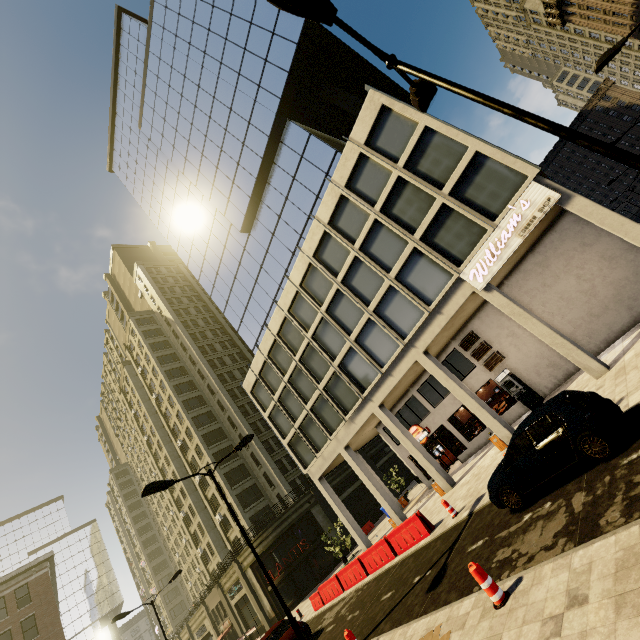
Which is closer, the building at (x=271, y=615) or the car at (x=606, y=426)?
the car at (x=606, y=426)

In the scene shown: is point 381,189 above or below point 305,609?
above

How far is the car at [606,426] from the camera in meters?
7.3

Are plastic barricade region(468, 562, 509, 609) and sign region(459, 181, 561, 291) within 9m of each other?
no

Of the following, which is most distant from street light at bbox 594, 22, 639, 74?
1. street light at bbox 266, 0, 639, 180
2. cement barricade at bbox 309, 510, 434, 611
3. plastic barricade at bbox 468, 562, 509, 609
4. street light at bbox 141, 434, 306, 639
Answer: street light at bbox 141, 434, 306, 639

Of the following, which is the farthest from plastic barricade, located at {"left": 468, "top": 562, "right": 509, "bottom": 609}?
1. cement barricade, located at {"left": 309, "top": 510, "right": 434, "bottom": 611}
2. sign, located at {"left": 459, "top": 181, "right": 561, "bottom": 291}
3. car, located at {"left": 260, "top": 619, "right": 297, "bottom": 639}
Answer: car, located at {"left": 260, "top": 619, "right": 297, "bottom": 639}

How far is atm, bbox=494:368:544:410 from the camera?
18.0 meters

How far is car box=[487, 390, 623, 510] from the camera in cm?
730
